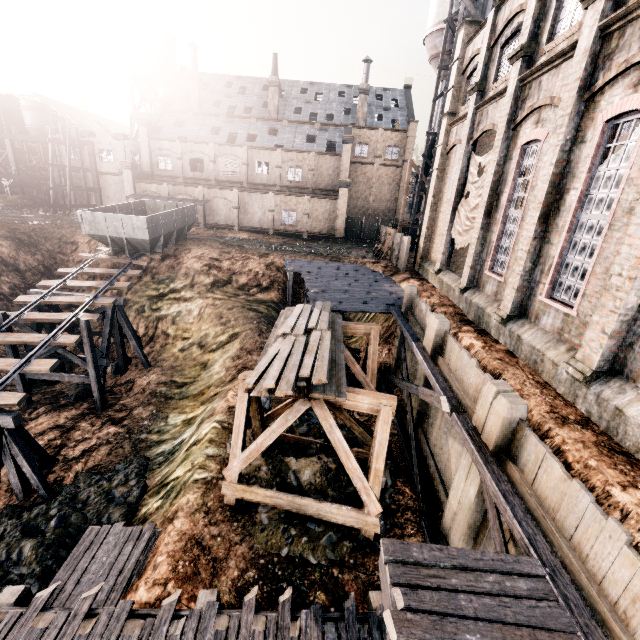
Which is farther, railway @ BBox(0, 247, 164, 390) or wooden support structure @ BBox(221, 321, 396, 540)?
railway @ BBox(0, 247, 164, 390)

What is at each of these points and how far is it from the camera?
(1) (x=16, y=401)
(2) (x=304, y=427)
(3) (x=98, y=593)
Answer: (1) railway, 12.65m
(2) stone debris, 13.25m
(3) wooden scaffolding, 7.39m

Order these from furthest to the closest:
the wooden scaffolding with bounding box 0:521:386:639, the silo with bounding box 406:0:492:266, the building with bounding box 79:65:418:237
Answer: the building with bounding box 79:65:418:237
the silo with bounding box 406:0:492:266
the wooden scaffolding with bounding box 0:521:386:639

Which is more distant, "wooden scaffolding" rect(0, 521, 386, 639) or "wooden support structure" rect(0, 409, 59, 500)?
"wooden support structure" rect(0, 409, 59, 500)

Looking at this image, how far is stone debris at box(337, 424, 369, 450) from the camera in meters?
12.7

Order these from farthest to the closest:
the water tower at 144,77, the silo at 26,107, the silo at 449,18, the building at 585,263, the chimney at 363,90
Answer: the silo at 26,107
the water tower at 144,77
the chimney at 363,90
the silo at 449,18
the building at 585,263

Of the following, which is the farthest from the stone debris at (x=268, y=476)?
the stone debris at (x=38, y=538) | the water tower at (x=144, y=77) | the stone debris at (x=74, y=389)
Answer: the water tower at (x=144, y=77)

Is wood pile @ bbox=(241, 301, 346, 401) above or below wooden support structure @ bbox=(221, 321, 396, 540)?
above
